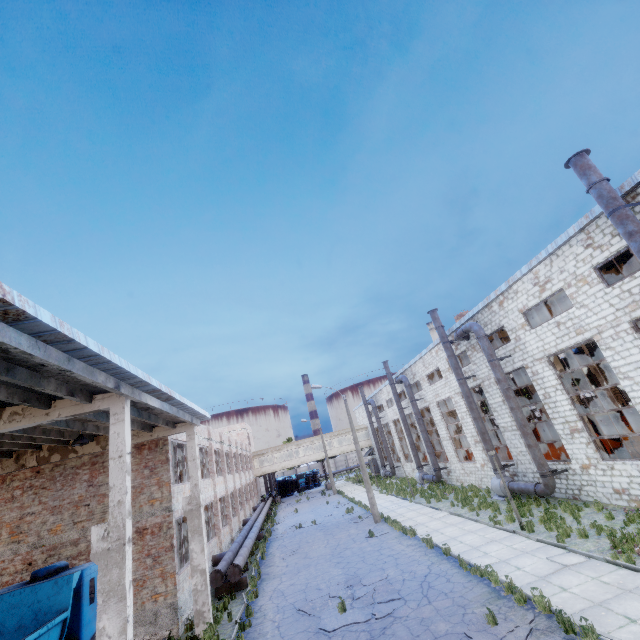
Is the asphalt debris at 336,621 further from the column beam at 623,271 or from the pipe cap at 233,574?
the column beam at 623,271

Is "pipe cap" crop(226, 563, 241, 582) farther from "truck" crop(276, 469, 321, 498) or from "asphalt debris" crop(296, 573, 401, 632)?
"truck" crop(276, 469, 321, 498)

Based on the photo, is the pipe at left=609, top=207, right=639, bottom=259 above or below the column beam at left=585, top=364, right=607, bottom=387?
above

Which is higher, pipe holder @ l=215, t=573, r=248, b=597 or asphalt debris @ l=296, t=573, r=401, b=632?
pipe holder @ l=215, t=573, r=248, b=597

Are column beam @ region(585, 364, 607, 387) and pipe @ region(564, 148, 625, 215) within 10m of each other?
no

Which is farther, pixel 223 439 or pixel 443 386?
pixel 223 439

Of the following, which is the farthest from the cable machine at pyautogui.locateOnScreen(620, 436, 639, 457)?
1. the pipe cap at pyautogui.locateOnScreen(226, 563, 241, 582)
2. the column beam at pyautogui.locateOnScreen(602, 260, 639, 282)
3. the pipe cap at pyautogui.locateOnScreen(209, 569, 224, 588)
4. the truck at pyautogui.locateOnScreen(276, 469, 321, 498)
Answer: the truck at pyautogui.locateOnScreen(276, 469, 321, 498)

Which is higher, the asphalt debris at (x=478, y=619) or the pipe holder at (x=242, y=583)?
the pipe holder at (x=242, y=583)
